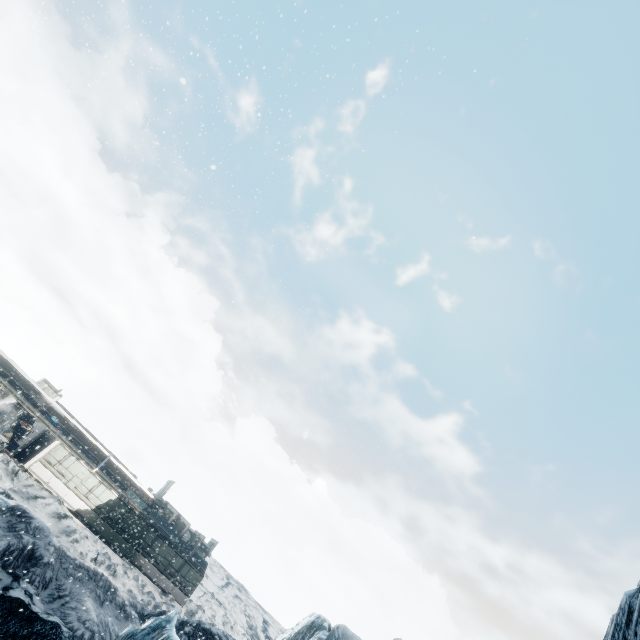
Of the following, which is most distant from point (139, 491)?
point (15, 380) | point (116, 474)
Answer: point (15, 380)
